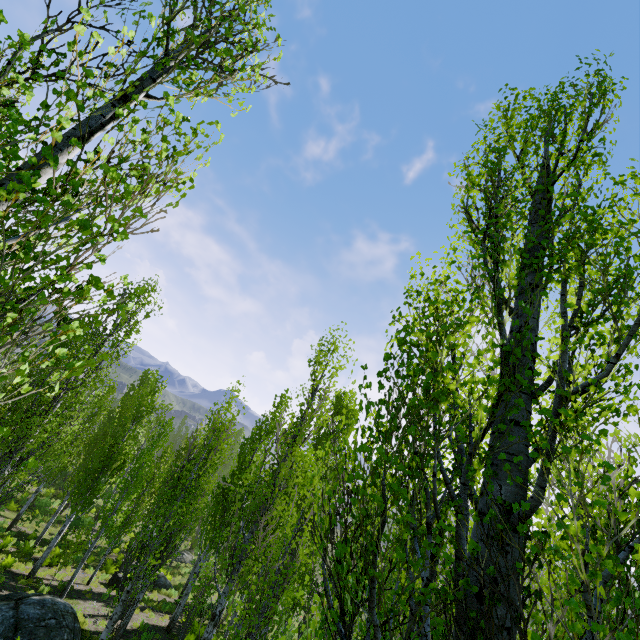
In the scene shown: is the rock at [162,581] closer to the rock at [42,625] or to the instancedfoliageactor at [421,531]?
the instancedfoliageactor at [421,531]

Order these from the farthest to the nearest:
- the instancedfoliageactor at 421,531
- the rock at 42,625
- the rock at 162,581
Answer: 1. the rock at 162,581
2. the rock at 42,625
3. the instancedfoliageactor at 421,531

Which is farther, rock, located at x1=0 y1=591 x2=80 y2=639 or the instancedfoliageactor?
rock, located at x1=0 y1=591 x2=80 y2=639

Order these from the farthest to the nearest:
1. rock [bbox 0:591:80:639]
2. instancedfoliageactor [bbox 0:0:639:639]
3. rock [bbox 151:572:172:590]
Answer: rock [bbox 151:572:172:590] < rock [bbox 0:591:80:639] < instancedfoliageactor [bbox 0:0:639:639]

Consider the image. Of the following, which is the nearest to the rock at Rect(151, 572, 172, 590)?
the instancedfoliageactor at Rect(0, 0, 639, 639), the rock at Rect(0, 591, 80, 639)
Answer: the instancedfoliageactor at Rect(0, 0, 639, 639)

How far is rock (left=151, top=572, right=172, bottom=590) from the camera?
22.6m

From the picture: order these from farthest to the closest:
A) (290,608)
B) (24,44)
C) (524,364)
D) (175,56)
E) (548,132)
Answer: (290,608) → (548,132) → (524,364) → (175,56) → (24,44)
